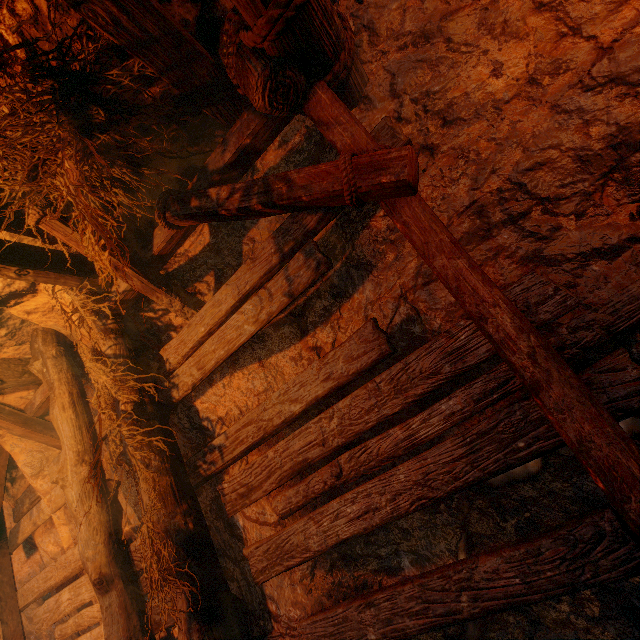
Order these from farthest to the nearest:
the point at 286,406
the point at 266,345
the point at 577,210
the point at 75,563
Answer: the point at 75,563, the point at 266,345, the point at 286,406, the point at 577,210
